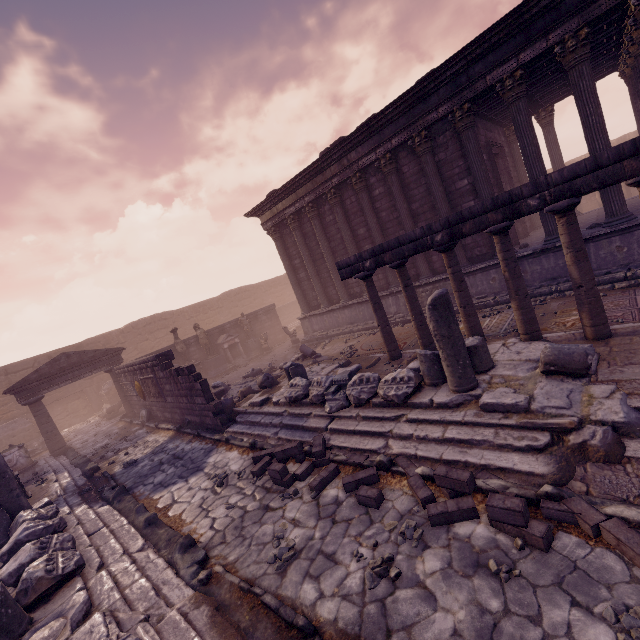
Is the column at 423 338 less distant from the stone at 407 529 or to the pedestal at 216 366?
the stone at 407 529

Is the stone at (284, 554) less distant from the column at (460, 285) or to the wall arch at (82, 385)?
the column at (460, 285)

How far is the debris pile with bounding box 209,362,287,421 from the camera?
10.1 meters

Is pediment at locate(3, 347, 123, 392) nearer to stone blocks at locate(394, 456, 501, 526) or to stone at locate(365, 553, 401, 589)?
stone blocks at locate(394, 456, 501, 526)

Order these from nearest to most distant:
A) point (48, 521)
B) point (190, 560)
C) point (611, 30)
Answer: point (190, 560), point (48, 521), point (611, 30)

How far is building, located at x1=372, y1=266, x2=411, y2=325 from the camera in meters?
13.4 m

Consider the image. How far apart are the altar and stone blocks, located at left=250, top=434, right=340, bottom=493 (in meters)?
12.97

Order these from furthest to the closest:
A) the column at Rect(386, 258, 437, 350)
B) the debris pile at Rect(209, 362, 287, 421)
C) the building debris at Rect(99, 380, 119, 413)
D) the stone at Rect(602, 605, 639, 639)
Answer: the building debris at Rect(99, 380, 119, 413), the debris pile at Rect(209, 362, 287, 421), the column at Rect(386, 258, 437, 350), the stone at Rect(602, 605, 639, 639)
